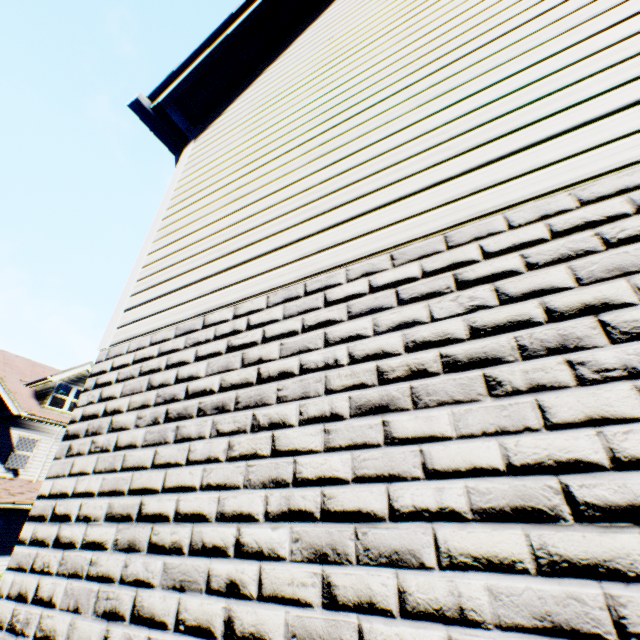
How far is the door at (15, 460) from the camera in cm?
1727

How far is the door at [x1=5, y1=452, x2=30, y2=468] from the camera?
17.27m

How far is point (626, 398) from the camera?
0.92m
